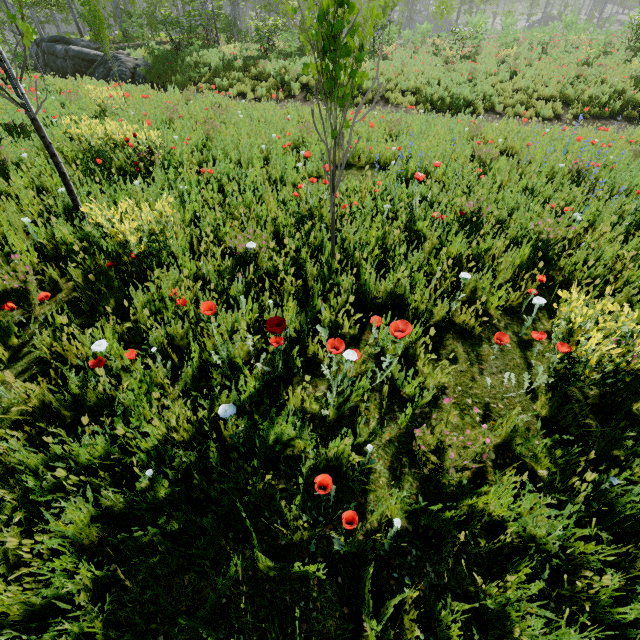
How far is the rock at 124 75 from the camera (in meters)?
14.52

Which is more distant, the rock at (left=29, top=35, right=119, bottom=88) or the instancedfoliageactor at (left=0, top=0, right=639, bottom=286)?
the rock at (left=29, top=35, right=119, bottom=88)

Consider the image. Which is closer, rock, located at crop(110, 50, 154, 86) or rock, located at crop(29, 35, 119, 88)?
rock, located at crop(110, 50, 154, 86)

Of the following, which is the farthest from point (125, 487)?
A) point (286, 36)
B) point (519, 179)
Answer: point (286, 36)

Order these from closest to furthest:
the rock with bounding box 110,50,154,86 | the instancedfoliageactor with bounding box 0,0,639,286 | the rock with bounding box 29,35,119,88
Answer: the instancedfoliageactor with bounding box 0,0,639,286
the rock with bounding box 110,50,154,86
the rock with bounding box 29,35,119,88

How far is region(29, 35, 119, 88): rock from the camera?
15.0m
